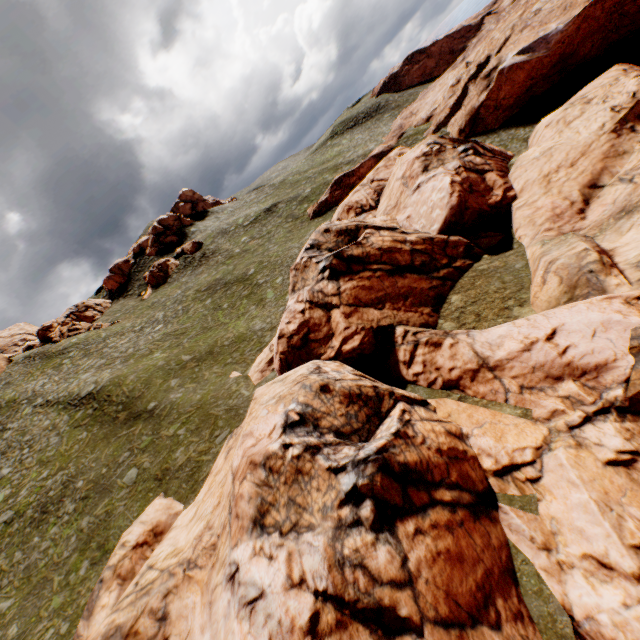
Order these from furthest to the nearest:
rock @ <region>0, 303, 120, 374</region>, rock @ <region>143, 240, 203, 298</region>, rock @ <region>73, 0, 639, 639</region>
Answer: rock @ <region>143, 240, 203, 298</region> < rock @ <region>0, 303, 120, 374</region> < rock @ <region>73, 0, 639, 639</region>

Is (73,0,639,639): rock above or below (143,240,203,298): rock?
below

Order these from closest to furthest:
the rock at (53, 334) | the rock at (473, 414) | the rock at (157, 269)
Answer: the rock at (473, 414) < the rock at (53, 334) < the rock at (157, 269)

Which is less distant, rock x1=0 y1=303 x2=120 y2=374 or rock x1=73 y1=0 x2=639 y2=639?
rock x1=73 y1=0 x2=639 y2=639

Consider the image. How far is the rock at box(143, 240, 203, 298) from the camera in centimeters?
5835cm

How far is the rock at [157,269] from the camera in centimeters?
5835cm

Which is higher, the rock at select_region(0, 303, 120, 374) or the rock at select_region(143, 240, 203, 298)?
the rock at select_region(0, 303, 120, 374)

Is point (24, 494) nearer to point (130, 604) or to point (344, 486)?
point (130, 604)
